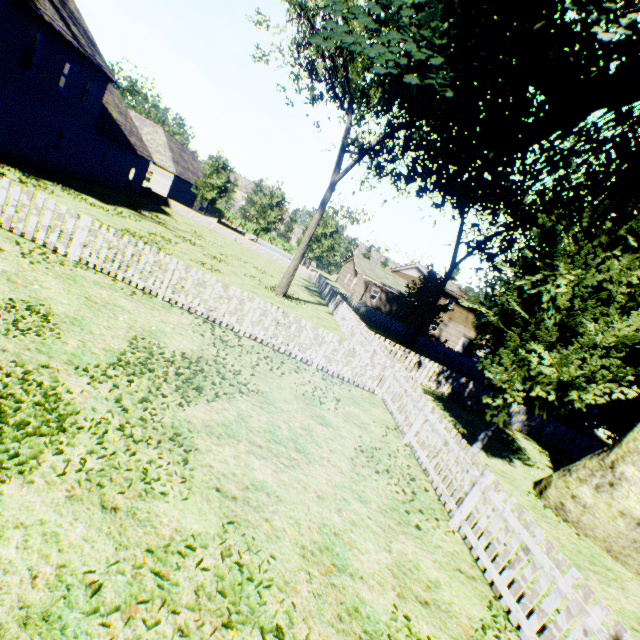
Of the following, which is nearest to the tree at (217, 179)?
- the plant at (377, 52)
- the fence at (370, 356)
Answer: the fence at (370, 356)

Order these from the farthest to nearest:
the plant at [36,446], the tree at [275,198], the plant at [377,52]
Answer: the tree at [275,198] → the plant at [377,52] → the plant at [36,446]

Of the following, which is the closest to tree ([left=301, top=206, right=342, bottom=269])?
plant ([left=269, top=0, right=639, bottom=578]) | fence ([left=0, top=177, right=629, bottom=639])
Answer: fence ([left=0, top=177, right=629, bottom=639])

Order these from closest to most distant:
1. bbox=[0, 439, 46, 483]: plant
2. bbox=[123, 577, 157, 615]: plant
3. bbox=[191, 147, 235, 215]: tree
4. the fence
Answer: bbox=[123, 577, 157, 615]: plant → bbox=[0, 439, 46, 483]: plant → the fence → bbox=[191, 147, 235, 215]: tree

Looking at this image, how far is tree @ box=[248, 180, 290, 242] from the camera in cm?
3625

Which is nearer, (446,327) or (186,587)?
(186,587)

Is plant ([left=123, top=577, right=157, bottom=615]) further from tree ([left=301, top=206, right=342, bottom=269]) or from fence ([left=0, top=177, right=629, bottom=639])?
tree ([left=301, top=206, right=342, bottom=269])
